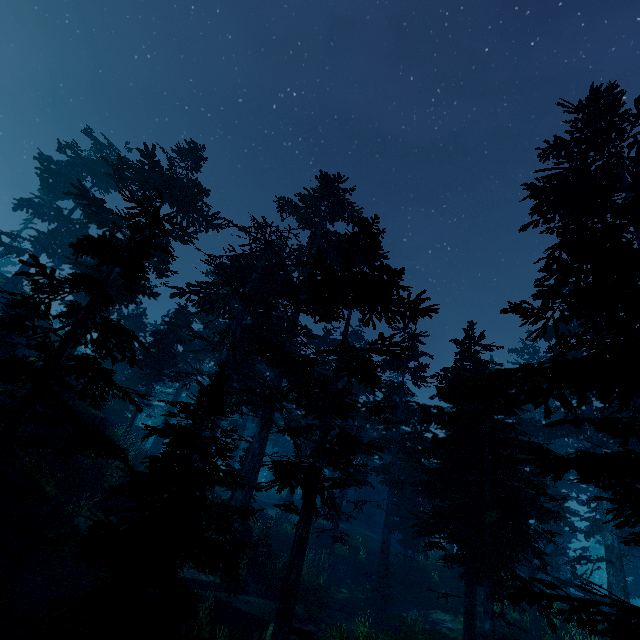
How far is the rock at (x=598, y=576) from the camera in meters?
57.5

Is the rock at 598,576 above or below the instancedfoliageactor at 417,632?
above

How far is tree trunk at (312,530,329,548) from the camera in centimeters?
2656cm

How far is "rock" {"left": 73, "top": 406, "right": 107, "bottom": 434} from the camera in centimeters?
1792cm

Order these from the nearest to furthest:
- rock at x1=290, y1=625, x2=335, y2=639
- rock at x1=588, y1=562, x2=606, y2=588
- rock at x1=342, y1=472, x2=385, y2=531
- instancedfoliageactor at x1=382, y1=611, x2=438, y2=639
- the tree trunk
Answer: rock at x1=290, y1=625, x2=335, y2=639 < instancedfoliageactor at x1=382, y1=611, x2=438, y2=639 < the tree trunk < rock at x1=342, y1=472, x2=385, y2=531 < rock at x1=588, y1=562, x2=606, y2=588

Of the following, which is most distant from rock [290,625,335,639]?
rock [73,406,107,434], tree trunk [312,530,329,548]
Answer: tree trunk [312,530,329,548]

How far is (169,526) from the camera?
4.7 meters

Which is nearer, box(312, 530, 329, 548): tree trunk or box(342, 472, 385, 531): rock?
box(312, 530, 329, 548): tree trunk
